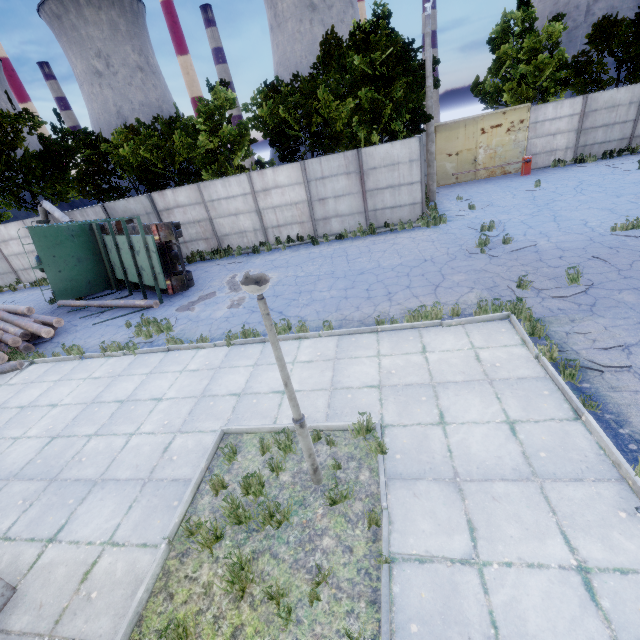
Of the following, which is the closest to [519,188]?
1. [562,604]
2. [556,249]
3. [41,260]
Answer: [556,249]

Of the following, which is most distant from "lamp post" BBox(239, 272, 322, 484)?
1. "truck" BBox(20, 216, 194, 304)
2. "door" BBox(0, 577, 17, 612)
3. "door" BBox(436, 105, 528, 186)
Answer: "door" BBox(436, 105, 528, 186)

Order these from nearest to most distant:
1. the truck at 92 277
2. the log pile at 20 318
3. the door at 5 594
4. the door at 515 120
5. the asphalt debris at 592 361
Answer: the door at 5 594 → the asphalt debris at 592 361 → the log pile at 20 318 → the truck at 92 277 → the door at 515 120

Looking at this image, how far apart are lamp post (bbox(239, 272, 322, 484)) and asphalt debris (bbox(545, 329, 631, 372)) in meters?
4.8 m

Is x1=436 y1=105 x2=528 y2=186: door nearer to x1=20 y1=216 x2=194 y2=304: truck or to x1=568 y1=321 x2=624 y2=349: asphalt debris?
x1=20 y1=216 x2=194 y2=304: truck

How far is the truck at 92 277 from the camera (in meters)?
12.32

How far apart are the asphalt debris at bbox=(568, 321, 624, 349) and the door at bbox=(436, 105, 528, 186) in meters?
18.8

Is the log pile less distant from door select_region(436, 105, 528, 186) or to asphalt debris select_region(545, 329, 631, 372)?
asphalt debris select_region(545, 329, 631, 372)
